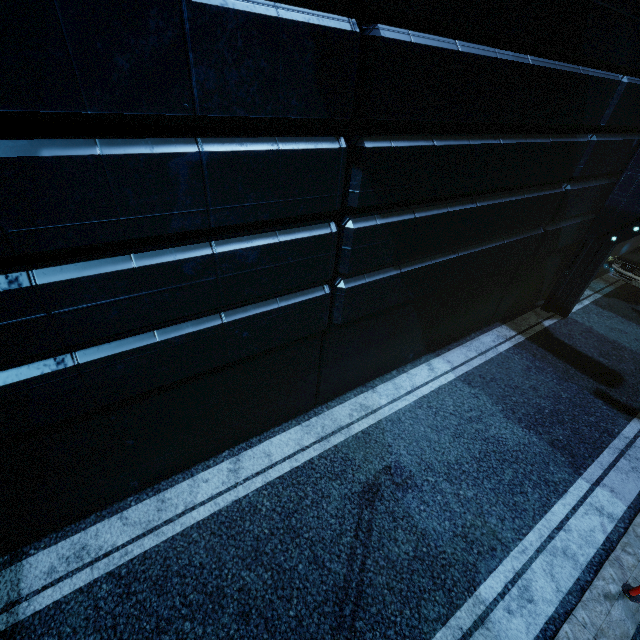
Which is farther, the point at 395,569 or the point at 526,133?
the point at 526,133

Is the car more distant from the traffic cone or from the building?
the traffic cone

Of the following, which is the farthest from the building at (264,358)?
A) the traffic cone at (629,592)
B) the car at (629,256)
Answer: the traffic cone at (629,592)

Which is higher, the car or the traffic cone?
the car

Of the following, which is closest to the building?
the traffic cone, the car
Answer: the car

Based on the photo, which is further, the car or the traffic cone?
the car
